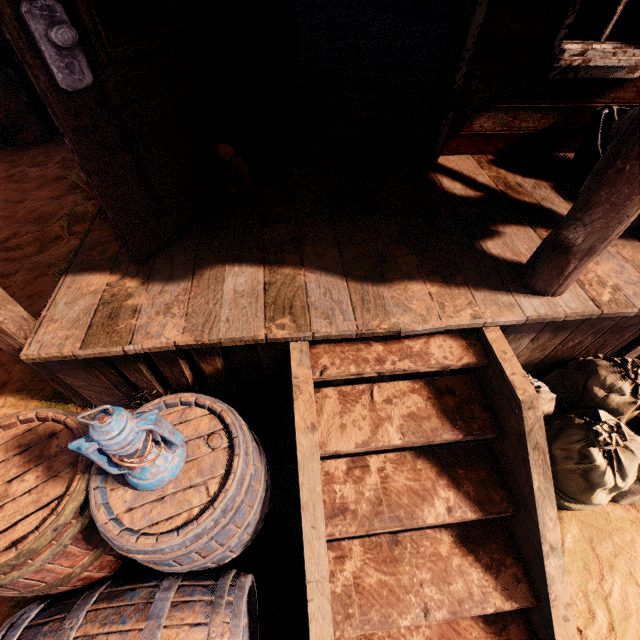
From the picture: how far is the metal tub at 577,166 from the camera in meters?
2.6 m

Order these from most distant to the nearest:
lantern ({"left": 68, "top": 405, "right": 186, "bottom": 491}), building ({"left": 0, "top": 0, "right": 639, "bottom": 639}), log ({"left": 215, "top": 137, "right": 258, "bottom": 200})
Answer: log ({"left": 215, "top": 137, "right": 258, "bottom": 200}), building ({"left": 0, "top": 0, "right": 639, "bottom": 639}), lantern ({"left": 68, "top": 405, "right": 186, "bottom": 491})

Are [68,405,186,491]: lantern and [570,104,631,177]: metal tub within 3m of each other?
no

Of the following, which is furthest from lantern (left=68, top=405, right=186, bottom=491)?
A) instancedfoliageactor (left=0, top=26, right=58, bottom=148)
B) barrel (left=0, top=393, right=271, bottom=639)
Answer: instancedfoliageactor (left=0, top=26, right=58, bottom=148)

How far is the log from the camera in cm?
223

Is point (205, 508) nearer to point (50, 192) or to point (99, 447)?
point (99, 447)

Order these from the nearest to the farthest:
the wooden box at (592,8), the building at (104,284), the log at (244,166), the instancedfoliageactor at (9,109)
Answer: the building at (104,284) → the log at (244,166) → the instancedfoliageactor at (9,109) → the wooden box at (592,8)

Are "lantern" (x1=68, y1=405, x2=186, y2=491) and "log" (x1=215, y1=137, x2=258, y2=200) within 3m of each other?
yes
